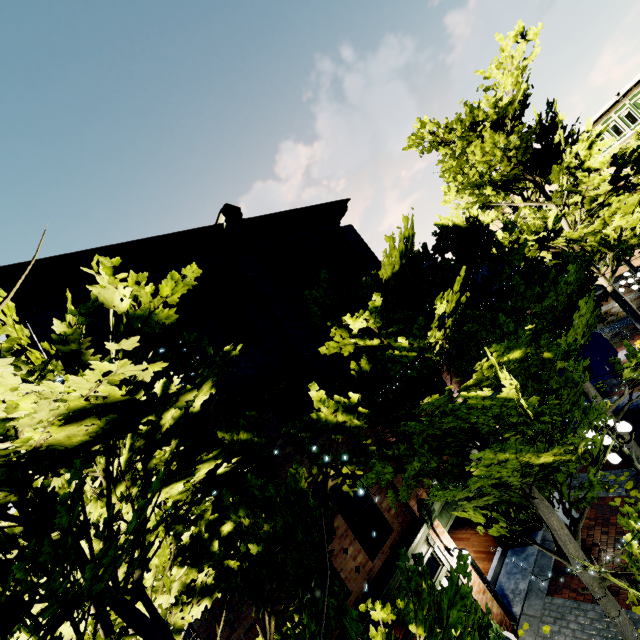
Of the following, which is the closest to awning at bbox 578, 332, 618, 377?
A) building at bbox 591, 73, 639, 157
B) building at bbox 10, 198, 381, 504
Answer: building at bbox 10, 198, 381, 504

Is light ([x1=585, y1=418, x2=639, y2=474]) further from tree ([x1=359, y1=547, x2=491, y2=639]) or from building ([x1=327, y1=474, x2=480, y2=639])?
building ([x1=327, y1=474, x2=480, y2=639])

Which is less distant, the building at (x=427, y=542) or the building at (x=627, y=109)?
the building at (x=427, y=542)

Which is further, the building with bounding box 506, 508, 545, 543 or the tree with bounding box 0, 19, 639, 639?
the building with bounding box 506, 508, 545, 543

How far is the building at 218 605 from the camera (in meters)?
5.75

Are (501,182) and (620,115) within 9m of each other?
no

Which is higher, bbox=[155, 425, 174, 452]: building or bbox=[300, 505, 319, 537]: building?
bbox=[155, 425, 174, 452]: building
